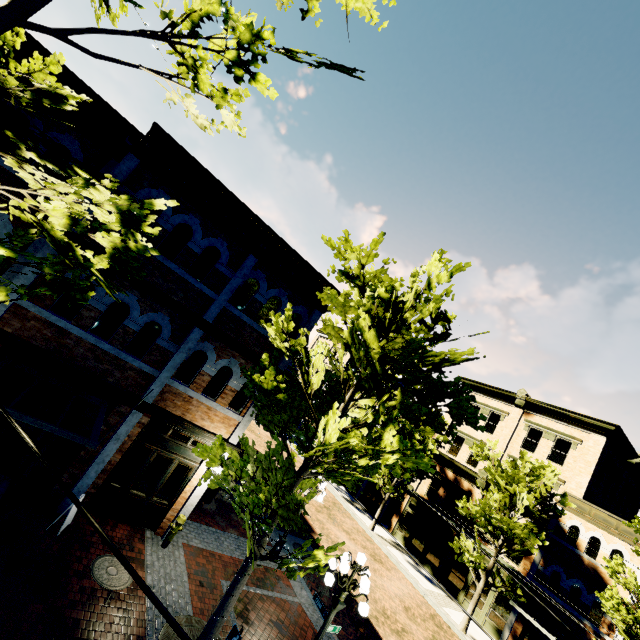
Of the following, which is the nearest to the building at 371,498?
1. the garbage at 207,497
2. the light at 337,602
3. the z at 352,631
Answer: the z at 352,631

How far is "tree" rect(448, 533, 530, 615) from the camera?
17.6 meters

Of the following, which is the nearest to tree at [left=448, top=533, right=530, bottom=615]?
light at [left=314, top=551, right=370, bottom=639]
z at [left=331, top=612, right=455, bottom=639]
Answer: z at [left=331, top=612, right=455, bottom=639]

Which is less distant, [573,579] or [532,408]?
[573,579]

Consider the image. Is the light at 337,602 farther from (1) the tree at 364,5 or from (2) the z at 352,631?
(1) the tree at 364,5

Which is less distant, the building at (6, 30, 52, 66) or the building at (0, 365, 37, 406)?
the building at (6, 30, 52, 66)

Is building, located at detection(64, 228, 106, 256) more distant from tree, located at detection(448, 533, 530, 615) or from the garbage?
the garbage
